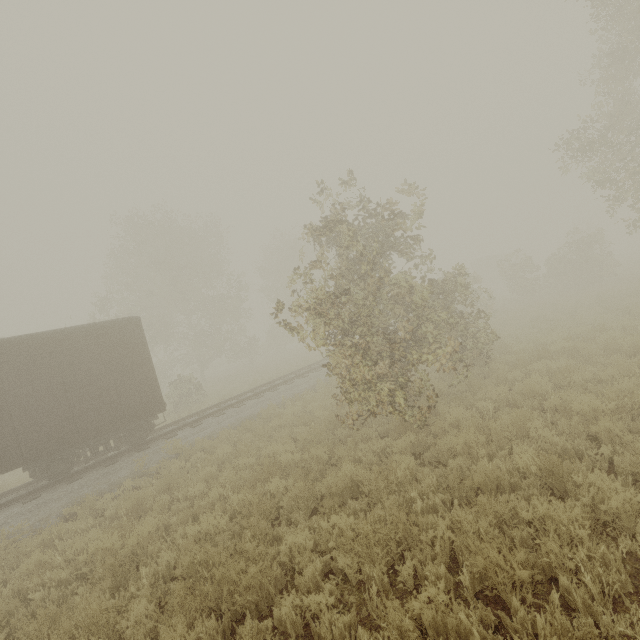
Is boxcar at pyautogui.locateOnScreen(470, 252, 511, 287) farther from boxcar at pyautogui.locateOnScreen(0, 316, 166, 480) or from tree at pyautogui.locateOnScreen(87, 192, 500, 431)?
boxcar at pyautogui.locateOnScreen(0, 316, 166, 480)

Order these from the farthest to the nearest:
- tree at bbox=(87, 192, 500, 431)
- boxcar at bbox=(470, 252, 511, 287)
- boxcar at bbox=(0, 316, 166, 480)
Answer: boxcar at bbox=(470, 252, 511, 287) → boxcar at bbox=(0, 316, 166, 480) → tree at bbox=(87, 192, 500, 431)

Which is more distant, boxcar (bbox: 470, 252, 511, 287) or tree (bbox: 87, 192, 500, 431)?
boxcar (bbox: 470, 252, 511, 287)

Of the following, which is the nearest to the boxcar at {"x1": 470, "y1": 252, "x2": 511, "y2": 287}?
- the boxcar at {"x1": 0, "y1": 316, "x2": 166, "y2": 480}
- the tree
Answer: the tree

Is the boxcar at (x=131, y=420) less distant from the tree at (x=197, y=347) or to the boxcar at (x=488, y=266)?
the tree at (x=197, y=347)

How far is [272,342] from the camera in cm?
3812
